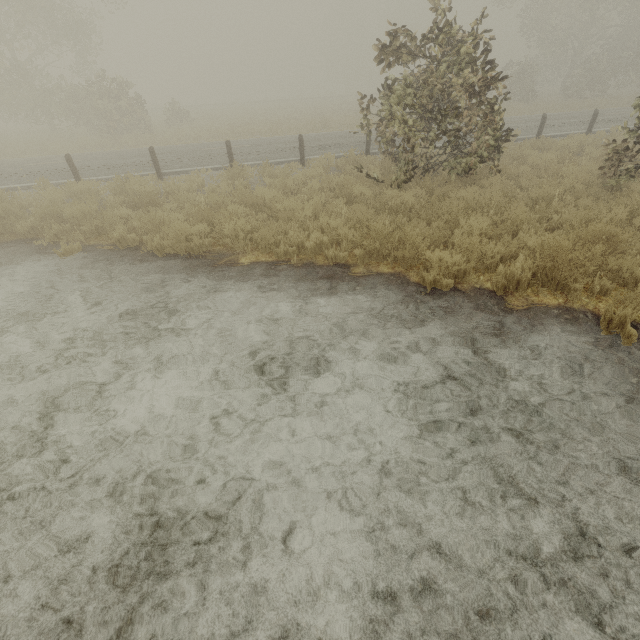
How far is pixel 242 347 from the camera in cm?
437
